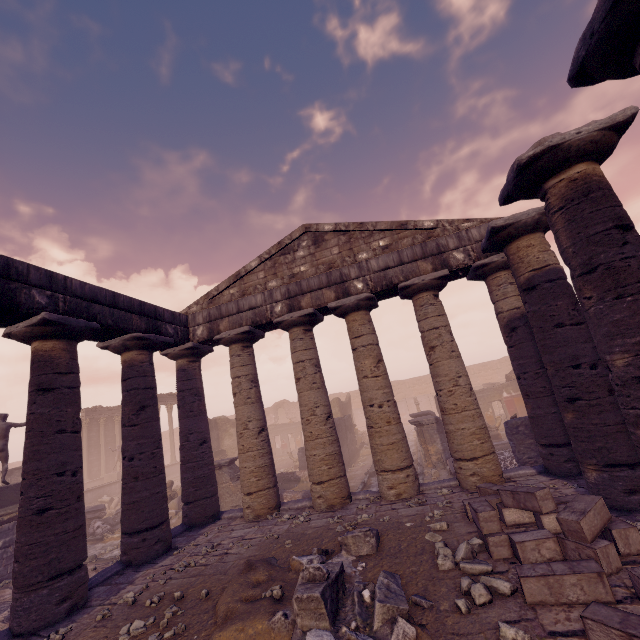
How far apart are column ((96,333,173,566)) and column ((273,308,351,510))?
3.1 meters

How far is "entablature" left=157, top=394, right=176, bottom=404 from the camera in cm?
3067

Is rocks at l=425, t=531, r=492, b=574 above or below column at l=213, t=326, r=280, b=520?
below

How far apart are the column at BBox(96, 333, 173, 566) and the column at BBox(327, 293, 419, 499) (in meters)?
4.81

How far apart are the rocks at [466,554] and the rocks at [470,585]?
0.3m

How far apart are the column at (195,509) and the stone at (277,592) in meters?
6.2 m

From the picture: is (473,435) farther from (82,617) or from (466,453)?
(82,617)

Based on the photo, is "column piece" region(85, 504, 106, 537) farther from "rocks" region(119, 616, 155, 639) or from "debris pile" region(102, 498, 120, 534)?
"rocks" region(119, 616, 155, 639)
